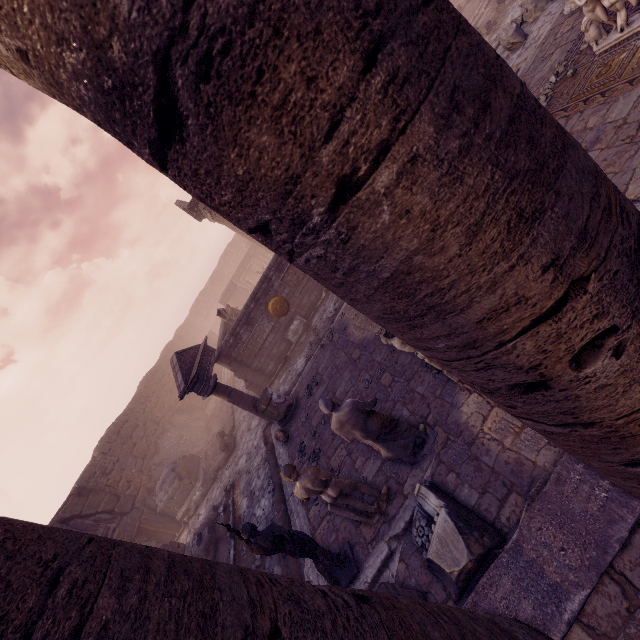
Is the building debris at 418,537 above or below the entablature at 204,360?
below

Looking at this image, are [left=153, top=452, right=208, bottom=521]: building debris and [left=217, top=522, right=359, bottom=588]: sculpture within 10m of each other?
no

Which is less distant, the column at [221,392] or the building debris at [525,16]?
the building debris at [525,16]

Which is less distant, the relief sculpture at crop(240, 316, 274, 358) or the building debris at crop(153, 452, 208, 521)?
the relief sculpture at crop(240, 316, 274, 358)

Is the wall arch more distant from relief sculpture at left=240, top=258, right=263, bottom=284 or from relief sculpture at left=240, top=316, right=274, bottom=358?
relief sculpture at left=240, top=258, right=263, bottom=284

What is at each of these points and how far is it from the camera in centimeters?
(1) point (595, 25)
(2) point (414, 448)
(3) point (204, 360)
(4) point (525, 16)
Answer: (1) sculpture, 577cm
(2) sculpture, 515cm
(3) entablature, 1247cm
(4) building debris, 948cm

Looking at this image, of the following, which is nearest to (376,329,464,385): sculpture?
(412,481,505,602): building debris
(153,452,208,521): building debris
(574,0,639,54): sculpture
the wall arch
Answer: (412,481,505,602): building debris

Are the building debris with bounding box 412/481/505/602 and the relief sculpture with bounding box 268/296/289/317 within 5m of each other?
no
